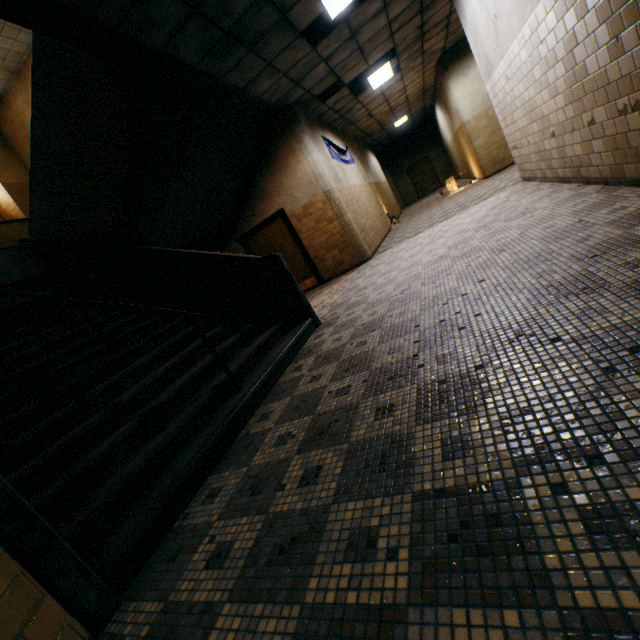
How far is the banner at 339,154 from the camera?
8.7 meters

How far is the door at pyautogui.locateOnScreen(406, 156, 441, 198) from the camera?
21.6 meters

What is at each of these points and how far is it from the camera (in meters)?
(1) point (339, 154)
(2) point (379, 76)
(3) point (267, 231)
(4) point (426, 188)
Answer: (1) banner, 9.58
(2) lamp, 8.70
(3) door, 8.66
(4) door, 22.11

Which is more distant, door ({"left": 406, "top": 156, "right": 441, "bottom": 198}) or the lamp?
door ({"left": 406, "top": 156, "right": 441, "bottom": 198})

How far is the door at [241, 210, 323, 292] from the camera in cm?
850

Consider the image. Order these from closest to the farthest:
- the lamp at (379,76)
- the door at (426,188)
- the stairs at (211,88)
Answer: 1. the stairs at (211,88)
2. the lamp at (379,76)
3. the door at (426,188)

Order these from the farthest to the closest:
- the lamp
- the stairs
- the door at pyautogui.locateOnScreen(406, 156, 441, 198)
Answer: the door at pyautogui.locateOnScreen(406, 156, 441, 198) → the lamp → the stairs

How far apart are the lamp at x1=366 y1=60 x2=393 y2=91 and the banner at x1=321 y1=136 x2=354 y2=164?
1.7 meters
